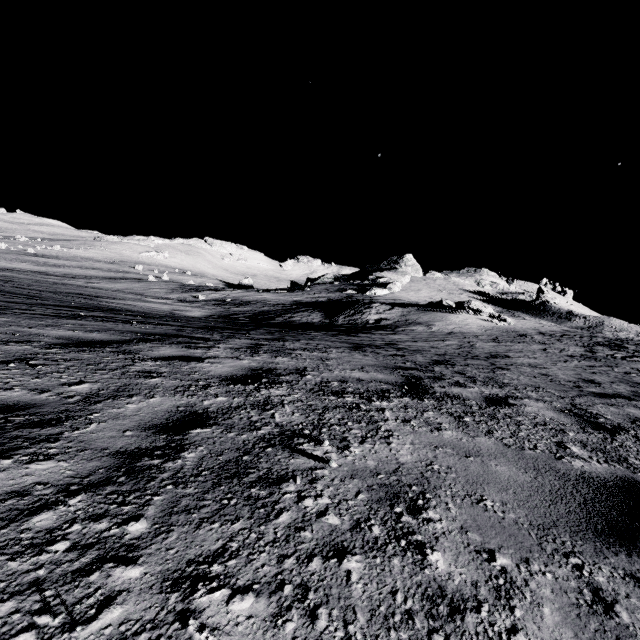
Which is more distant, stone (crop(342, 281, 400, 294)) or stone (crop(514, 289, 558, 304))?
stone (crop(514, 289, 558, 304))

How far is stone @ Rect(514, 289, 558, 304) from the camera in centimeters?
5494cm

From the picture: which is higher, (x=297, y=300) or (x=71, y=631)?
(x=71, y=631)

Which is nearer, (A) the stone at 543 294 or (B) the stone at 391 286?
(B) the stone at 391 286

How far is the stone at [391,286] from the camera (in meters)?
52.91

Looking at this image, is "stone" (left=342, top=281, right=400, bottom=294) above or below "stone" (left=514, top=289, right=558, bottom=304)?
below

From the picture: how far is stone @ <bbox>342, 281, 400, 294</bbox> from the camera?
52.9 meters
